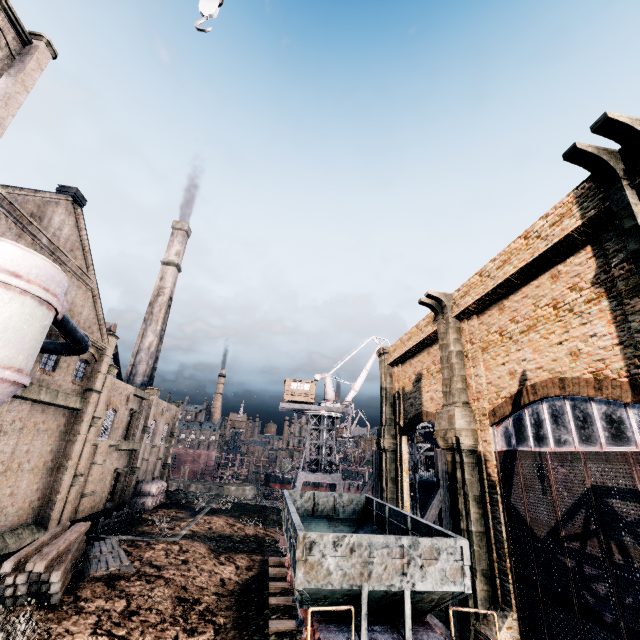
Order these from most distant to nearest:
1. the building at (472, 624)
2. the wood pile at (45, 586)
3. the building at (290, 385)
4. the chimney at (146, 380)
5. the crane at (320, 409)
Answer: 1. the building at (290, 385)
2. the chimney at (146, 380)
3. the crane at (320, 409)
4. the wood pile at (45, 586)
5. the building at (472, 624)

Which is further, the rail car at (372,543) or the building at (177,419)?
the building at (177,419)

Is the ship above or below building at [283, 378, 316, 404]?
below

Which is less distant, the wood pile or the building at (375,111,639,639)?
the building at (375,111,639,639)

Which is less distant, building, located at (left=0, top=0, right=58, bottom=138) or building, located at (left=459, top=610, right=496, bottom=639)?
building, located at (left=459, top=610, right=496, bottom=639)

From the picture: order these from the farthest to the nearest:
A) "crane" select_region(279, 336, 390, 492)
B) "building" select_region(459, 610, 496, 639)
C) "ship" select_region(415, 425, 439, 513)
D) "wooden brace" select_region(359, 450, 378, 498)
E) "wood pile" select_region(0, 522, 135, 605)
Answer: "crane" select_region(279, 336, 390, 492) < "ship" select_region(415, 425, 439, 513) < "wooden brace" select_region(359, 450, 378, 498) < "wood pile" select_region(0, 522, 135, 605) < "building" select_region(459, 610, 496, 639)

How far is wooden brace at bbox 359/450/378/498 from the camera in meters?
28.0

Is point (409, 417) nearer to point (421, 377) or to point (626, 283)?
point (421, 377)
